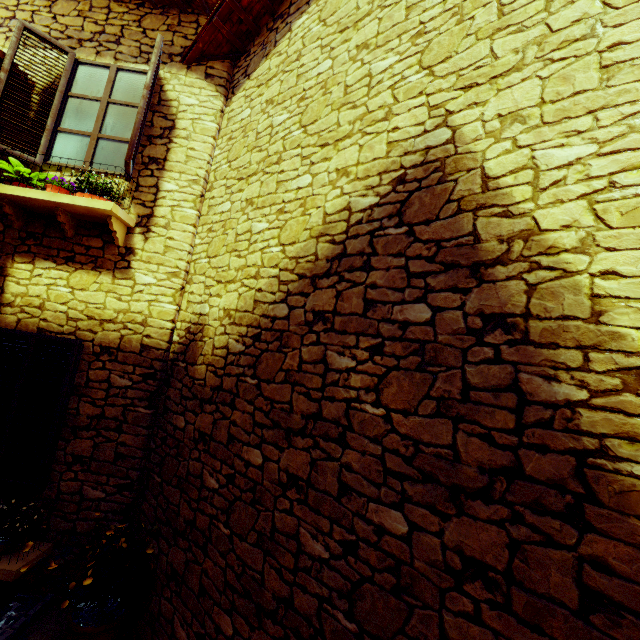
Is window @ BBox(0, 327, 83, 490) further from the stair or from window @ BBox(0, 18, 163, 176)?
window @ BBox(0, 18, 163, 176)

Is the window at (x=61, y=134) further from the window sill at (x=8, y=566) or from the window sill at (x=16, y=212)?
the window sill at (x=8, y=566)

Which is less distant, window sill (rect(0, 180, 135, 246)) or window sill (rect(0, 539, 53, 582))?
window sill (rect(0, 539, 53, 582))

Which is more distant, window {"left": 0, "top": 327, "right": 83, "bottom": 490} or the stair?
window {"left": 0, "top": 327, "right": 83, "bottom": 490}

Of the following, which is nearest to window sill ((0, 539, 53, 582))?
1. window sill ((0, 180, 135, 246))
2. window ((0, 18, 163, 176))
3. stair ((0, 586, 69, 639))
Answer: A: stair ((0, 586, 69, 639))

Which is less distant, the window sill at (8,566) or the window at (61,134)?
the window sill at (8,566)

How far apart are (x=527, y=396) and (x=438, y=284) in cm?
78

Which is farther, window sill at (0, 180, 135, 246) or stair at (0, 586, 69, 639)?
window sill at (0, 180, 135, 246)
